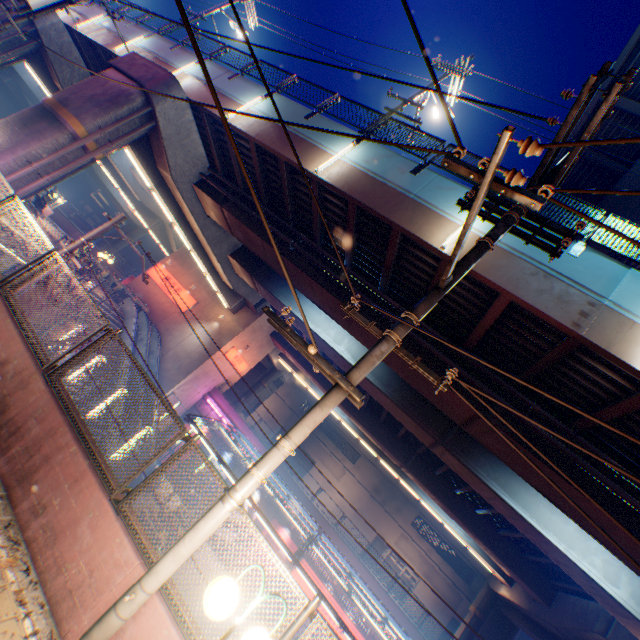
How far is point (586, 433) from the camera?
9.3 meters

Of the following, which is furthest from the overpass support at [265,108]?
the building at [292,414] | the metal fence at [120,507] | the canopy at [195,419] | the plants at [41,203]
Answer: the building at [292,414]

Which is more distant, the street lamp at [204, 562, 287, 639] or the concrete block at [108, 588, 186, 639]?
the concrete block at [108, 588, 186, 639]

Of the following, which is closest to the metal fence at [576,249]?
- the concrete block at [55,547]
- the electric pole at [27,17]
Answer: the concrete block at [55,547]

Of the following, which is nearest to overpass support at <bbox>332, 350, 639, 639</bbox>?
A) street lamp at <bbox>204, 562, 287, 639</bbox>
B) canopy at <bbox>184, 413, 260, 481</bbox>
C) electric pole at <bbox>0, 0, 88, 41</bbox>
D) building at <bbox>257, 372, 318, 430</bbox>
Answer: electric pole at <bbox>0, 0, 88, 41</bbox>

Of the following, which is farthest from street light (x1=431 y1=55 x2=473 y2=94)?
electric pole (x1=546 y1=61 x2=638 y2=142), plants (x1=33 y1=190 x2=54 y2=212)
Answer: plants (x1=33 y1=190 x2=54 y2=212)

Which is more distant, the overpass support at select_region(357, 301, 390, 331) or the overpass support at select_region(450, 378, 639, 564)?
the overpass support at select_region(357, 301, 390, 331)

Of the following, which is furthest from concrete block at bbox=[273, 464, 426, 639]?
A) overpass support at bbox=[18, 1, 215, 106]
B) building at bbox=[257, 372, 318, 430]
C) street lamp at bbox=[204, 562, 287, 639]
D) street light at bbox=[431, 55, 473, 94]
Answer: street lamp at bbox=[204, 562, 287, 639]
